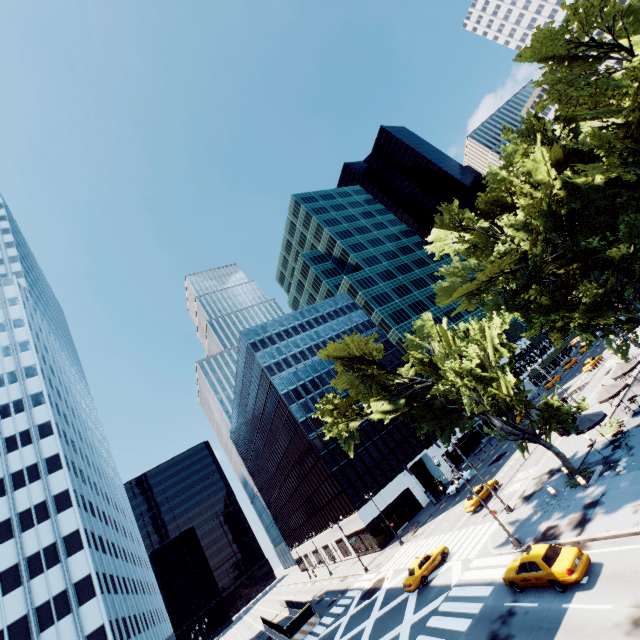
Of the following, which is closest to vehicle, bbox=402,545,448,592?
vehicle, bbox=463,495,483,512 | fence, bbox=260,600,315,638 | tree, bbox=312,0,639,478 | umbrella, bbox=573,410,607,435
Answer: vehicle, bbox=463,495,483,512

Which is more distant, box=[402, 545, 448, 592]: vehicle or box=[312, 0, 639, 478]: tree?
box=[402, 545, 448, 592]: vehicle

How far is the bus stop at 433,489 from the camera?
48.7 meters

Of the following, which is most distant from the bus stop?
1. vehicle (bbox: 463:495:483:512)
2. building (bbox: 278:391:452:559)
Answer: vehicle (bbox: 463:495:483:512)

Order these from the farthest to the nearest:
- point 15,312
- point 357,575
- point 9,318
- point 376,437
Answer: point 376,437, point 15,312, point 9,318, point 357,575

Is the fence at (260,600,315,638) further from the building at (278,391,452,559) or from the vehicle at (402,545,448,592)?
the vehicle at (402,545,448,592)

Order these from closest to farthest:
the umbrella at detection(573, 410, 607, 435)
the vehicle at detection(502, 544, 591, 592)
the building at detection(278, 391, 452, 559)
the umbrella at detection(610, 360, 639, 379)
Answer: the vehicle at detection(502, 544, 591, 592) → the umbrella at detection(573, 410, 607, 435) → the umbrella at detection(610, 360, 639, 379) → the building at detection(278, 391, 452, 559)

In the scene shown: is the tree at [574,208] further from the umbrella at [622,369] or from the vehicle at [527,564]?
the vehicle at [527,564]
